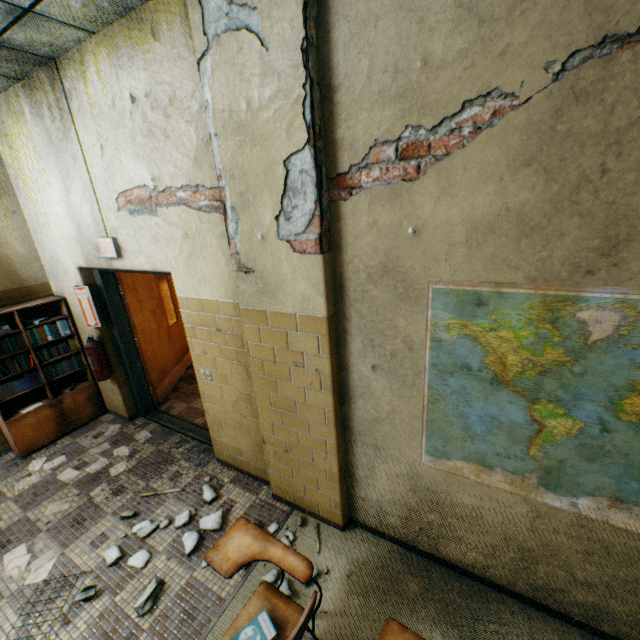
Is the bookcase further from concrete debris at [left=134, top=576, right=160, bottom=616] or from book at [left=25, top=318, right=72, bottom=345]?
concrete debris at [left=134, top=576, right=160, bottom=616]

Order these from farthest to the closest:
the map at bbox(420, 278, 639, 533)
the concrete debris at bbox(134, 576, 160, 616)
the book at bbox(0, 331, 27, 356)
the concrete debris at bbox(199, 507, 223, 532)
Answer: the book at bbox(0, 331, 27, 356) → the concrete debris at bbox(199, 507, 223, 532) → the concrete debris at bbox(134, 576, 160, 616) → the map at bbox(420, 278, 639, 533)

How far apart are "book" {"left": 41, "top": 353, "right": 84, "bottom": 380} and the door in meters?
0.6

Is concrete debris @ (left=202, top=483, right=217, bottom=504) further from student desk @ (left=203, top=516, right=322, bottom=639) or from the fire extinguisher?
the fire extinguisher

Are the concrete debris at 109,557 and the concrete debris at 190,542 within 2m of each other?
yes

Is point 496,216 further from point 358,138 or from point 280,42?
point 280,42

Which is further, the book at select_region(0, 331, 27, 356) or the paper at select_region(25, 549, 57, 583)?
the book at select_region(0, 331, 27, 356)

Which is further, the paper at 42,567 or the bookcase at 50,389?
the bookcase at 50,389
